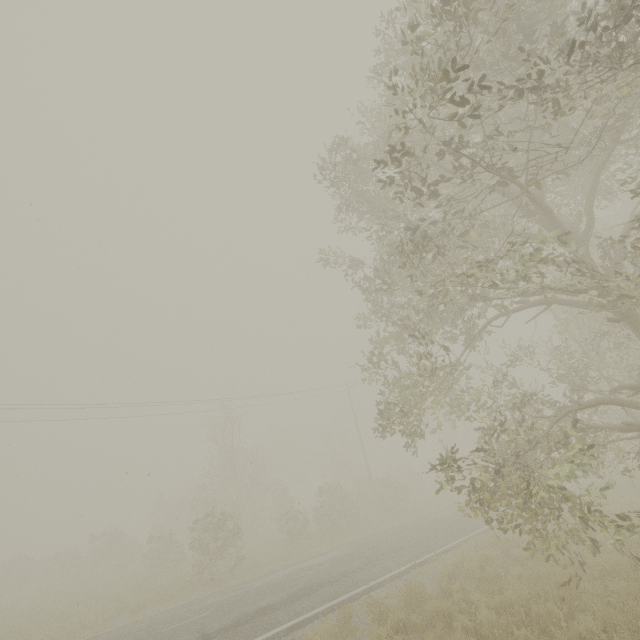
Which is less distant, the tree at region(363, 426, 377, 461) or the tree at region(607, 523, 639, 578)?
the tree at region(607, 523, 639, 578)

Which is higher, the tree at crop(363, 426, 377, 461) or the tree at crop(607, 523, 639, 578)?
the tree at crop(363, 426, 377, 461)

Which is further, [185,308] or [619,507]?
[619,507]

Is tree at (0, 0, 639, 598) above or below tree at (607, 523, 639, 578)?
above

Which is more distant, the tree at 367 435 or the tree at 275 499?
the tree at 367 435

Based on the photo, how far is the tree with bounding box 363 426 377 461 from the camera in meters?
57.6 m

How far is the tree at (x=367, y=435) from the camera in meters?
57.6
